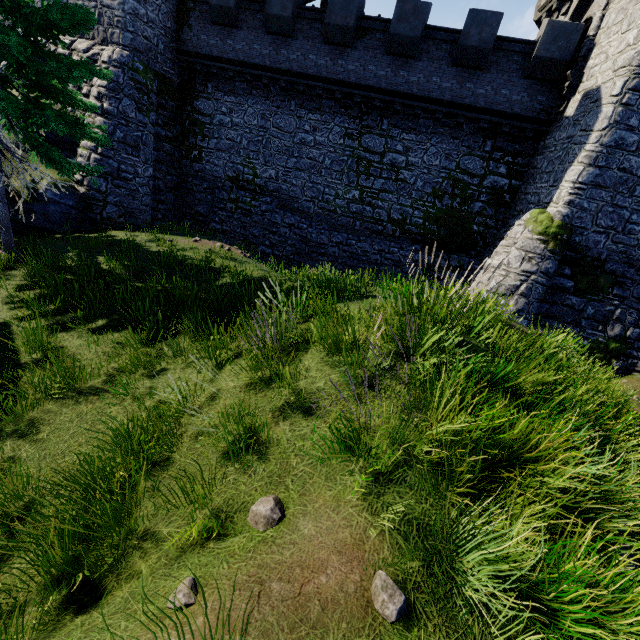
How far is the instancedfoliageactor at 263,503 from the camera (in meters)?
3.11

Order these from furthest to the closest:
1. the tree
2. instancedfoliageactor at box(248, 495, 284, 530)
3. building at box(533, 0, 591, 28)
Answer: building at box(533, 0, 591, 28) → the tree → instancedfoliageactor at box(248, 495, 284, 530)

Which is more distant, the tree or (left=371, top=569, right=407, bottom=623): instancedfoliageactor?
the tree

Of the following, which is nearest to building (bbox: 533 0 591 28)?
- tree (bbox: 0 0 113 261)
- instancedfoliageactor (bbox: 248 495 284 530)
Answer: instancedfoliageactor (bbox: 248 495 284 530)

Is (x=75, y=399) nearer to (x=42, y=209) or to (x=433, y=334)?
(x=433, y=334)

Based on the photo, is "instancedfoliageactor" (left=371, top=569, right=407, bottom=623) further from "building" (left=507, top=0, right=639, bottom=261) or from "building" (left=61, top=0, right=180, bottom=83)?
"building" (left=61, top=0, right=180, bottom=83)

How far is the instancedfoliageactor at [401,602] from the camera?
2.3 meters

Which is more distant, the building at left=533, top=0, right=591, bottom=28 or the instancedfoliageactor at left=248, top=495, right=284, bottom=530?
the building at left=533, top=0, right=591, bottom=28
